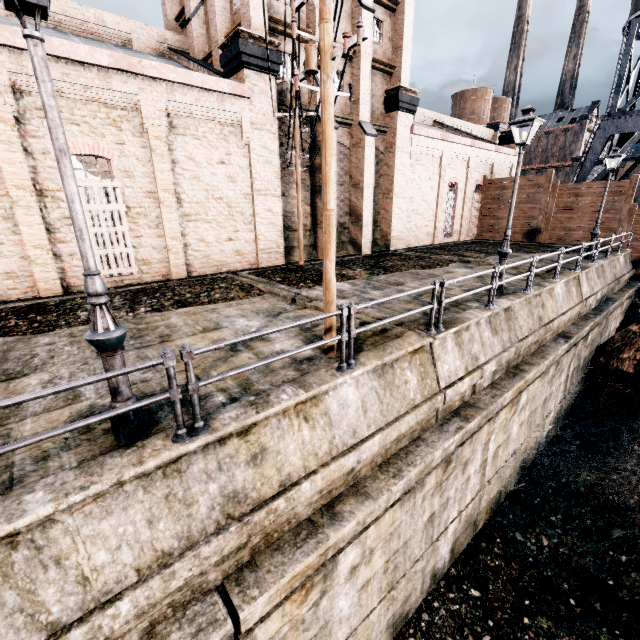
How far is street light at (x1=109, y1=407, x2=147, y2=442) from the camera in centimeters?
433cm

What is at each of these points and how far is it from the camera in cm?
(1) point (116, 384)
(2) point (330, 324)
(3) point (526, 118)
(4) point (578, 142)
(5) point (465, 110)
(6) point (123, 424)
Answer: (1) street light, 424
(2) electric pole, 677
(3) street light, 960
(4) building, 5934
(5) water tower, 5775
(6) street light, 435

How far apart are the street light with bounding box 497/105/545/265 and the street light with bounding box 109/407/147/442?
11.11m

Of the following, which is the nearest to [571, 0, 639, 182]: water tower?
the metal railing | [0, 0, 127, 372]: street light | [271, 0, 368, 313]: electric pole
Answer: [271, 0, 368, 313]: electric pole

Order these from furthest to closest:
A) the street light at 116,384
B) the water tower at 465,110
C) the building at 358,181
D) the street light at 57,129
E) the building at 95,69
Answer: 1. the water tower at 465,110
2. the building at 358,181
3. the building at 95,69
4. the street light at 116,384
5. the street light at 57,129

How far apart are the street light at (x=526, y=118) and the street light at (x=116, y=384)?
11.1m

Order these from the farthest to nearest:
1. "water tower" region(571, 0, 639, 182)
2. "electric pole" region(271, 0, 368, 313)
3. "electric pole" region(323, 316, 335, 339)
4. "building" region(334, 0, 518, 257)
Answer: "water tower" region(571, 0, 639, 182)
"building" region(334, 0, 518, 257)
"electric pole" region(323, 316, 335, 339)
"electric pole" region(271, 0, 368, 313)
